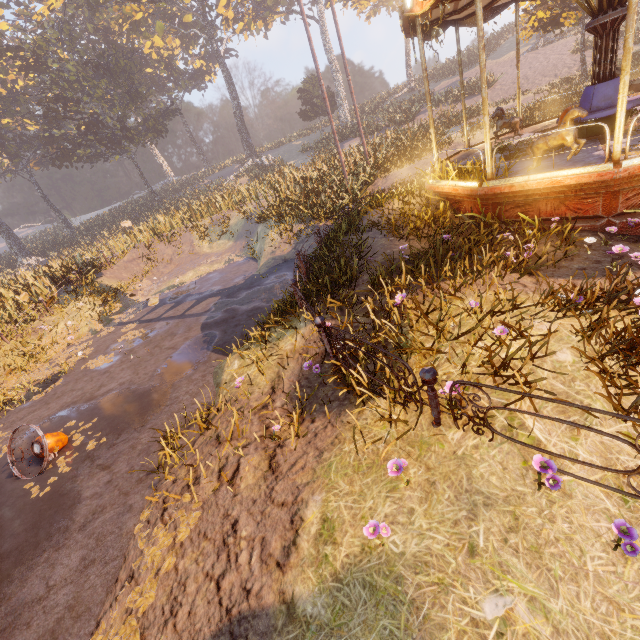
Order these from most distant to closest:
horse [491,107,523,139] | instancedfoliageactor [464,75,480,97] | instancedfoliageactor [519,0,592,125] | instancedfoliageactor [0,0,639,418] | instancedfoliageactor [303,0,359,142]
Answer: instancedfoliageactor [303,0,359,142] → instancedfoliageactor [464,75,480,97] → instancedfoliageactor [519,0,592,125] → horse [491,107,523,139] → instancedfoliageactor [0,0,639,418]

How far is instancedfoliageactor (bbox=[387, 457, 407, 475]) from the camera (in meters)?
2.85

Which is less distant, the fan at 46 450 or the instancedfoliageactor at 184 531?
the instancedfoliageactor at 184 531

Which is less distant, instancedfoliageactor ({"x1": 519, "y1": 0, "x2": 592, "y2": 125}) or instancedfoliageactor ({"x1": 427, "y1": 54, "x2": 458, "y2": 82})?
instancedfoliageactor ({"x1": 519, "y1": 0, "x2": 592, "y2": 125})

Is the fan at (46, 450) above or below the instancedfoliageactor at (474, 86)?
below

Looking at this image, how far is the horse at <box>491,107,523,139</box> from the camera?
9.7m

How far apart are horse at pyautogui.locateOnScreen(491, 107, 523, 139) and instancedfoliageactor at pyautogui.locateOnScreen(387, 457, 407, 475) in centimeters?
1091cm

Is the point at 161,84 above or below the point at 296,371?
above
